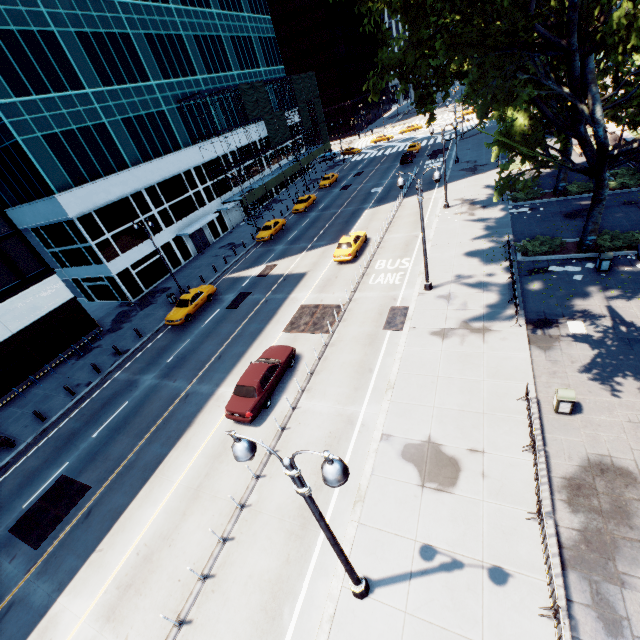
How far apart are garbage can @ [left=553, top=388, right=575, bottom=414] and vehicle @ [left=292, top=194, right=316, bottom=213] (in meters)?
36.79

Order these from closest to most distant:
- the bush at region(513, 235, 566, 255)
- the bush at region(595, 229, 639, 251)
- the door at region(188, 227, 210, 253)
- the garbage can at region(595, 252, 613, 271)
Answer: the garbage can at region(595, 252, 613, 271), the bush at region(595, 229, 639, 251), the bush at region(513, 235, 566, 255), the door at region(188, 227, 210, 253)

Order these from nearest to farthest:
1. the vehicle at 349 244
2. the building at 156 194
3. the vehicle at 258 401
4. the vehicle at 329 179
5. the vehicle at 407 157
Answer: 1. the vehicle at 258 401
2. the building at 156 194
3. the vehicle at 349 244
4. the vehicle at 407 157
5. the vehicle at 329 179

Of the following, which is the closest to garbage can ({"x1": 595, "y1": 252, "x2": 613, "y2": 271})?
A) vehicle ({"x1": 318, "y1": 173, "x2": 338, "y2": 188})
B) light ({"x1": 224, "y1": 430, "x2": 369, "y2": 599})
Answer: light ({"x1": 224, "y1": 430, "x2": 369, "y2": 599})

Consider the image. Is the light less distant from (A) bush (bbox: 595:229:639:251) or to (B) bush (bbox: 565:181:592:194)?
(B) bush (bbox: 565:181:592:194)

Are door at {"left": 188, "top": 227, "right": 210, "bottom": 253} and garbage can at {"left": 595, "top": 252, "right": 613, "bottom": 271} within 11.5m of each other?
no

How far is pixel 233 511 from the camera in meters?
12.5 m

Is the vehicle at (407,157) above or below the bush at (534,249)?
above
